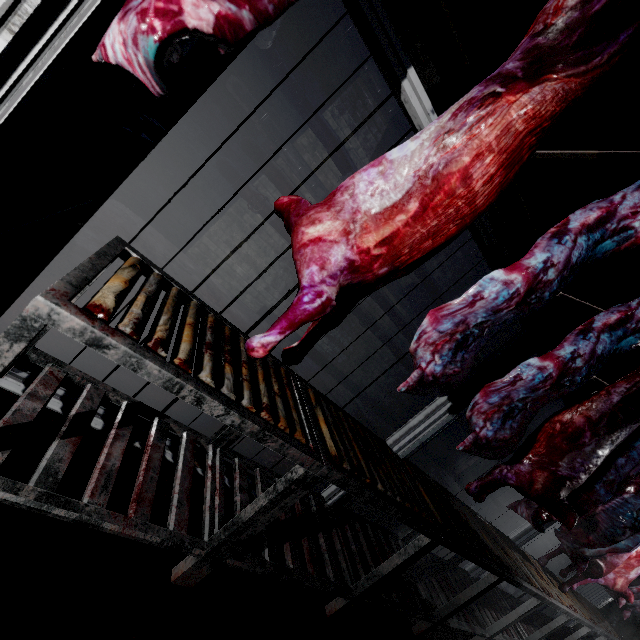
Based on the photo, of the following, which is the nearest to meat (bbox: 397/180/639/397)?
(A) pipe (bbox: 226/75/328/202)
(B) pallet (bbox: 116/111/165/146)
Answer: (B) pallet (bbox: 116/111/165/146)

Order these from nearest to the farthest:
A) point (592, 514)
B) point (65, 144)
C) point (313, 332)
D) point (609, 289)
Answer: point (313, 332)
point (65, 144)
point (592, 514)
point (609, 289)

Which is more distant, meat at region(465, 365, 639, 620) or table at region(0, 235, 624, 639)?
meat at region(465, 365, 639, 620)

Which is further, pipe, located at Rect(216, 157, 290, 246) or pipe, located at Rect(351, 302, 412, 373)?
pipe, located at Rect(351, 302, 412, 373)

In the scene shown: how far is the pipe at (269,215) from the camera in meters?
3.8 m

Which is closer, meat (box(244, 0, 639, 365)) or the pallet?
meat (box(244, 0, 639, 365))

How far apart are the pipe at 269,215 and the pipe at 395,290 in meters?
0.1

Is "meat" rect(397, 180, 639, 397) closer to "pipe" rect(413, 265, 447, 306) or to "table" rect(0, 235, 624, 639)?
"table" rect(0, 235, 624, 639)
